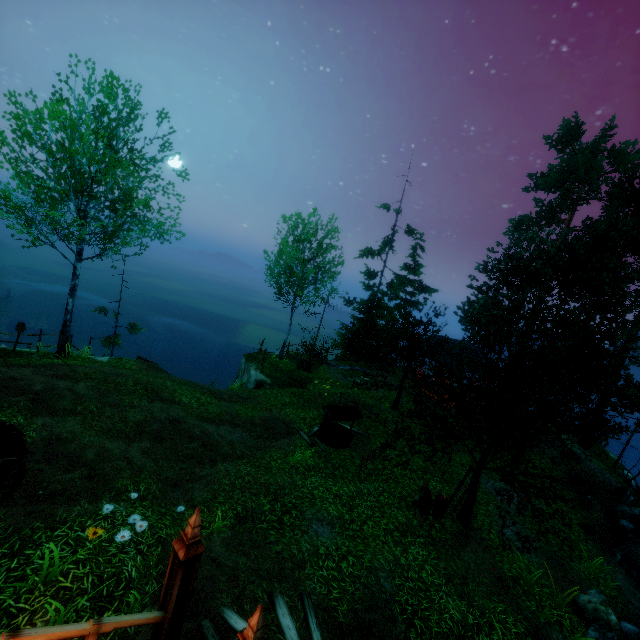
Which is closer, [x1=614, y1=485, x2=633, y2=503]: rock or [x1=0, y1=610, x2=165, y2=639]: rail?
[x1=0, y1=610, x2=165, y2=639]: rail

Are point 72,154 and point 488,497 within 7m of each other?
no

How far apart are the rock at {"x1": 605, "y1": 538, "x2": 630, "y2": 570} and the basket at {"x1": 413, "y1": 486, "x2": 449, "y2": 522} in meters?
8.9 m

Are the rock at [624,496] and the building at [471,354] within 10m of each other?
yes

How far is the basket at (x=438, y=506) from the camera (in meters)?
10.54

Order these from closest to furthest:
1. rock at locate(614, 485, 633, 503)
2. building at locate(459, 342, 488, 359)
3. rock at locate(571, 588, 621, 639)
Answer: rock at locate(571, 588, 621, 639), rock at locate(614, 485, 633, 503), building at locate(459, 342, 488, 359)

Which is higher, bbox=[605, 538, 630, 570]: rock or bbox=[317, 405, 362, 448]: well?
bbox=[317, 405, 362, 448]: well

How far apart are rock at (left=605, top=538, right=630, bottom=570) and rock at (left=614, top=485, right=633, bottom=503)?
5.7 meters
